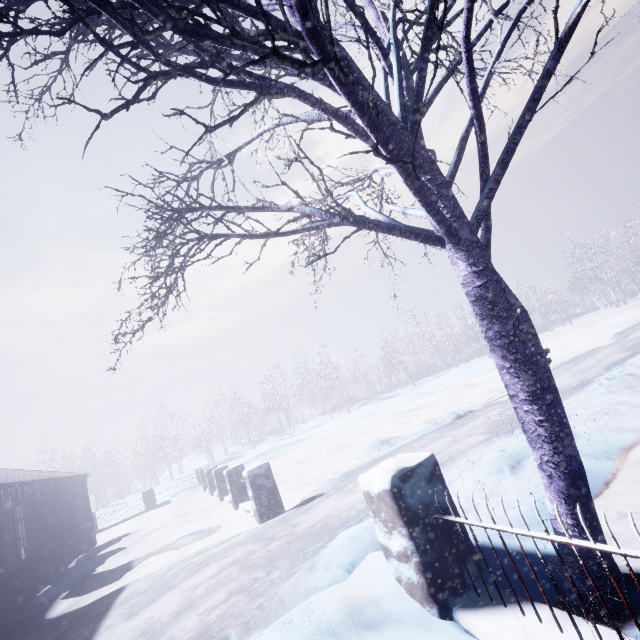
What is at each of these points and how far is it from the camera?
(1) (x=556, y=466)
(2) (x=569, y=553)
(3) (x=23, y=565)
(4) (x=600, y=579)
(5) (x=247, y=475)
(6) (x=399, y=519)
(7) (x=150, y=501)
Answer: (1) tree, 1.7 meters
(2) tree, 1.8 meters
(3) window, 6.7 meters
(4) tree, 1.7 meters
(5) fence, 5.8 meters
(6) fence, 2.0 meters
(7) fence, 14.8 meters

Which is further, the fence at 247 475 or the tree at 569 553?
the fence at 247 475

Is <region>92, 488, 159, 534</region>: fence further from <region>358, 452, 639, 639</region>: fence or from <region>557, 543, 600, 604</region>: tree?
<region>358, 452, 639, 639</region>: fence

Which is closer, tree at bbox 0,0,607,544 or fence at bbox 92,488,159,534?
tree at bbox 0,0,607,544

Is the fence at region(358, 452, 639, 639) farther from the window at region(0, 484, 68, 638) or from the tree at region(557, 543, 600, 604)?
the window at region(0, 484, 68, 638)

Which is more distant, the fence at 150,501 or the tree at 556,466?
the fence at 150,501

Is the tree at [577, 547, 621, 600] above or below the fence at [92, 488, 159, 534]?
below

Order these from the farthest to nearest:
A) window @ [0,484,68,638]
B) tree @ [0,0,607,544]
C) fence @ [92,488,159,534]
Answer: fence @ [92,488,159,534] → window @ [0,484,68,638] → tree @ [0,0,607,544]
